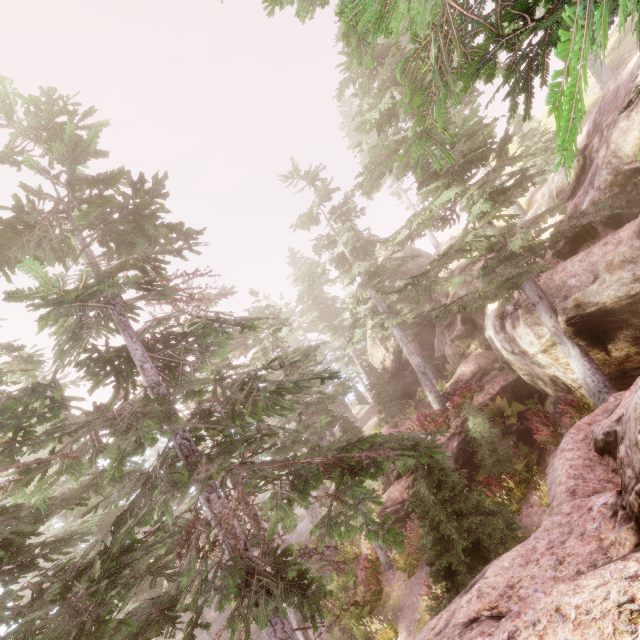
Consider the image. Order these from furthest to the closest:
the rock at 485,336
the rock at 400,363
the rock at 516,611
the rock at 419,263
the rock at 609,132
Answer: the rock at 400,363
the rock at 419,263
the rock at 485,336
the rock at 609,132
the rock at 516,611

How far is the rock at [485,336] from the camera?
12.1 meters

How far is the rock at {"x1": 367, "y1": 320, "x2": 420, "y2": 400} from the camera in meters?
29.8 m

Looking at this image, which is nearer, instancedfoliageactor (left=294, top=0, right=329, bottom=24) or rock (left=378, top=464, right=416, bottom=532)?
instancedfoliageactor (left=294, top=0, right=329, bottom=24)

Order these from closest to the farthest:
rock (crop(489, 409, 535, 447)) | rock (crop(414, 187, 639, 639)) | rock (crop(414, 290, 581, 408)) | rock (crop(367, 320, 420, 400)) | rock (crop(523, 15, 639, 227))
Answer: rock (crop(414, 187, 639, 639)), rock (crop(523, 15, 639, 227)), rock (crop(414, 290, 581, 408)), rock (crop(489, 409, 535, 447)), rock (crop(367, 320, 420, 400))

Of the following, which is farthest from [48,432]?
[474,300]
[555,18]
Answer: [474,300]
